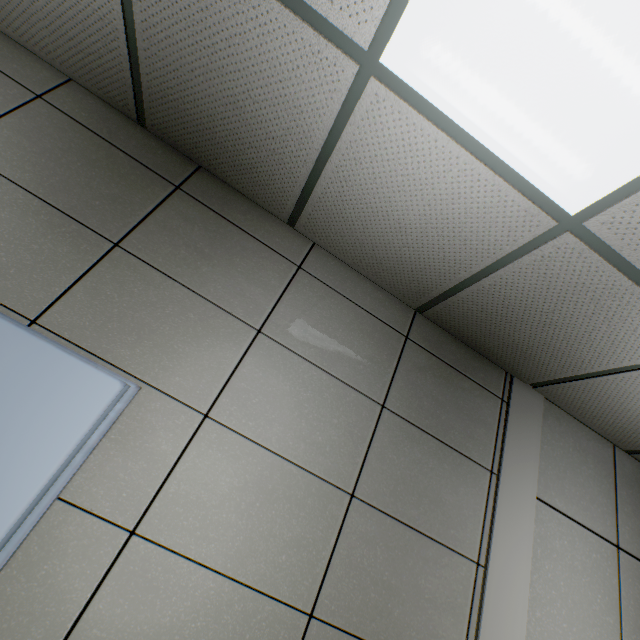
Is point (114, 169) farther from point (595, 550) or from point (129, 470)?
point (595, 550)
